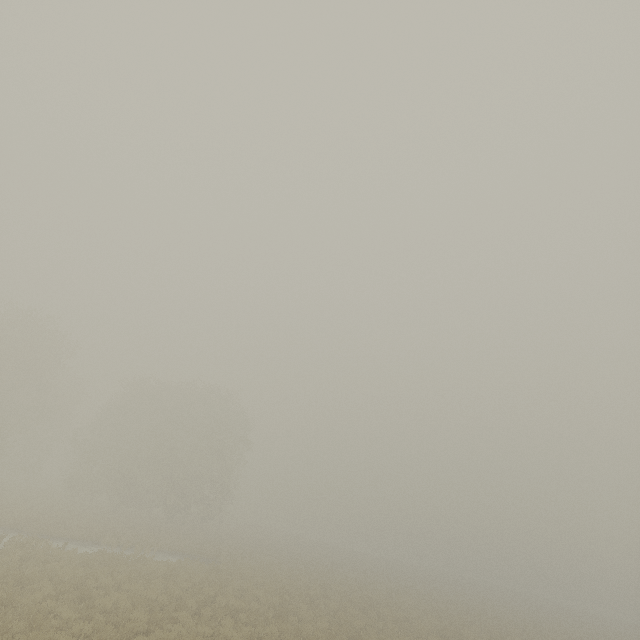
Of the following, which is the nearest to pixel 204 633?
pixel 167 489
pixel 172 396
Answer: pixel 167 489
